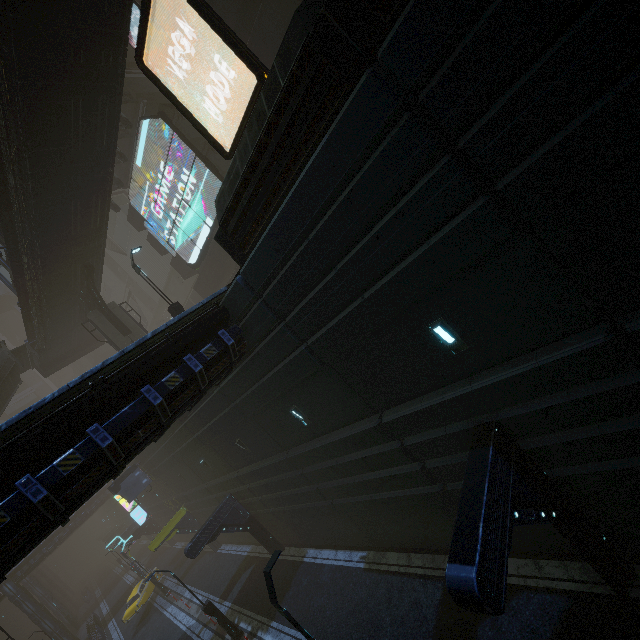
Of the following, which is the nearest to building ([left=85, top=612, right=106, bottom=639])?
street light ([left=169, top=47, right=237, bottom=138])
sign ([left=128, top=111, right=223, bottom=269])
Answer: sign ([left=128, top=111, right=223, bottom=269])

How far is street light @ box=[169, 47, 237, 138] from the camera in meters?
10.1

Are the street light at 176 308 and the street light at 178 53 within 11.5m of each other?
yes

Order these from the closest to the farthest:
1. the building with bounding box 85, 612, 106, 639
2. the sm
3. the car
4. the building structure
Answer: the building structure → the sm → the car → the building with bounding box 85, 612, 106, 639

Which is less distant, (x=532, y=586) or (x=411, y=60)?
(x=411, y=60)

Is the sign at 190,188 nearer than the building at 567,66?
No

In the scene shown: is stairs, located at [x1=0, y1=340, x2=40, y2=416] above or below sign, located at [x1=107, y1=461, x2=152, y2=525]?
above

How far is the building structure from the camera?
22.7m
